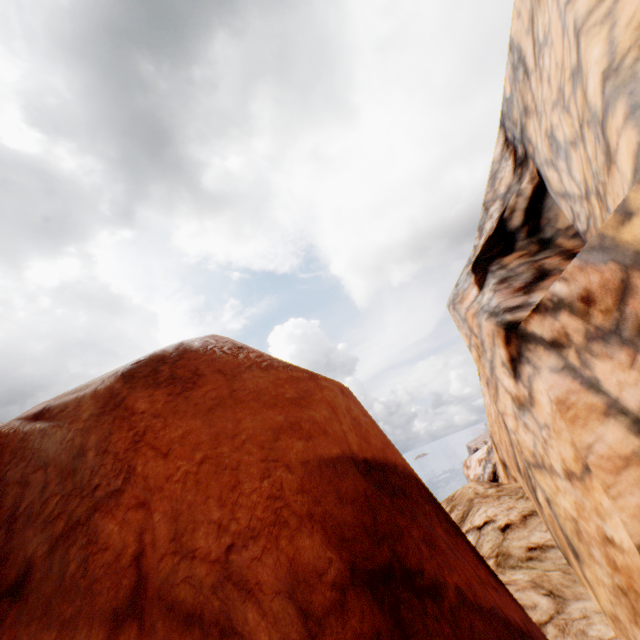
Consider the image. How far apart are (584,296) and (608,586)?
5.2 meters
